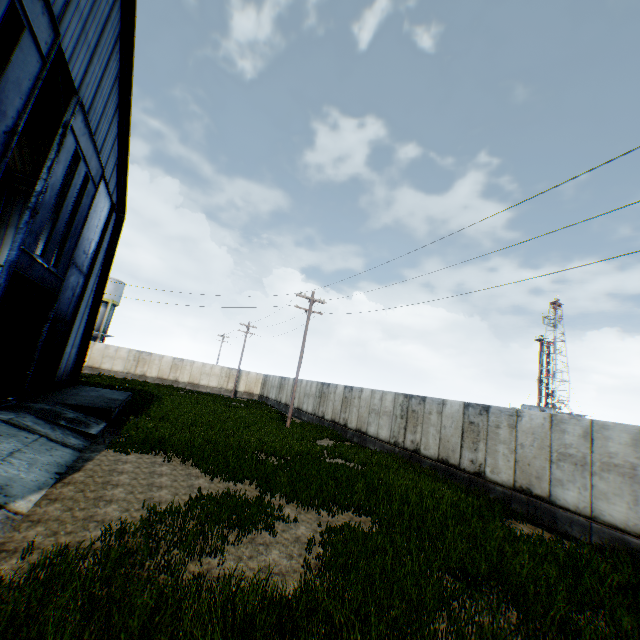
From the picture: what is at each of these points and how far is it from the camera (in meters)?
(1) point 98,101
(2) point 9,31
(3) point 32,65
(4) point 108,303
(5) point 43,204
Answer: (1) building, 12.73
(2) building, 13.23
(3) hanging door, 8.01
(4) vertical tank, 43.53
(5) hanging door, 10.38

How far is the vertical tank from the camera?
42.66m

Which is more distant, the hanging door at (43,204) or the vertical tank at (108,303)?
the vertical tank at (108,303)

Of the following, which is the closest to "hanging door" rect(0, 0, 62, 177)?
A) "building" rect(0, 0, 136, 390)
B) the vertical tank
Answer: "building" rect(0, 0, 136, 390)

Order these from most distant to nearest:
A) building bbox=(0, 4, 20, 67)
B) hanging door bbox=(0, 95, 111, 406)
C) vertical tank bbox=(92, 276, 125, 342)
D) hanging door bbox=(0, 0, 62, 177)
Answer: vertical tank bbox=(92, 276, 125, 342) < building bbox=(0, 4, 20, 67) < hanging door bbox=(0, 95, 111, 406) < hanging door bbox=(0, 0, 62, 177)

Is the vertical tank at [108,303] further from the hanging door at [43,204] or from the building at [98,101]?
the hanging door at [43,204]

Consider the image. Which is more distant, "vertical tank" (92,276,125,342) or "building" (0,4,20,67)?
"vertical tank" (92,276,125,342)
